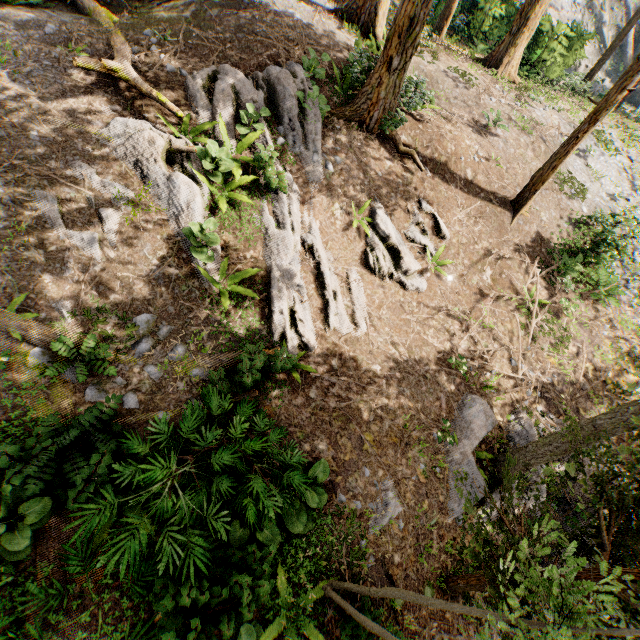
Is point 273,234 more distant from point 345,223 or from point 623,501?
point 623,501

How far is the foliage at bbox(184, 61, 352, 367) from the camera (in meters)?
7.74

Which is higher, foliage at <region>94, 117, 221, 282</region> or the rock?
the rock

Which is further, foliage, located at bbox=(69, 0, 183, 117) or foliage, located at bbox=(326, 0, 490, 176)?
foliage, located at bbox=(326, 0, 490, 176)

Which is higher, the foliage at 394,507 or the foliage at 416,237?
the foliage at 416,237

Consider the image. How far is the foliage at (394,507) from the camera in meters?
6.0

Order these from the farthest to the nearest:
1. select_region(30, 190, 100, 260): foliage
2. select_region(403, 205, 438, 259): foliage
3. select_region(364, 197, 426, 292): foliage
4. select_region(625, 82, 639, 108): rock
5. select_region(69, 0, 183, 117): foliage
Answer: select_region(625, 82, 639, 108): rock
select_region(403, 205, 438, 259): foliage
select_region(364, 197, 426, 292): foliage
select_region(69, 0, 183, 117): foliage
select_region(30, 190, 100, 260): foliage
